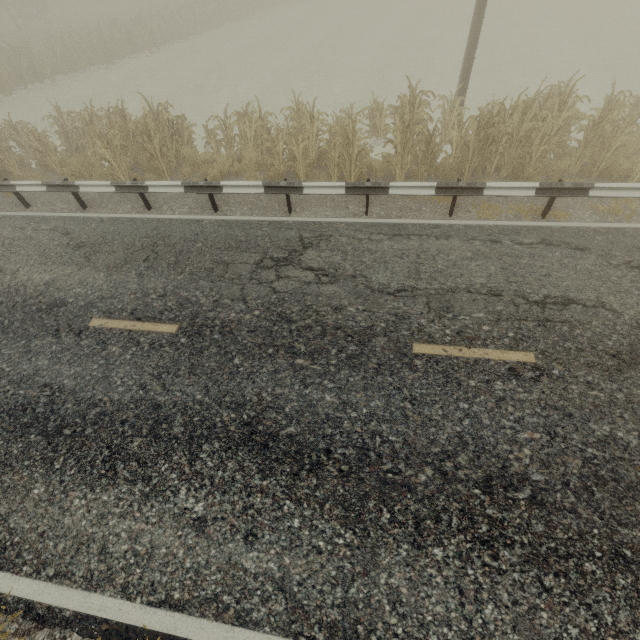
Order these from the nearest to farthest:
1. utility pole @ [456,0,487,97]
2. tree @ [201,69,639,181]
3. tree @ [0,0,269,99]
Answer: tree @ [201,69,639,181] < utility pole @ [456,0,487,97] < tree @ [0,0,269,99]

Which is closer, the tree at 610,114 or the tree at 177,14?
the tree at 610,114

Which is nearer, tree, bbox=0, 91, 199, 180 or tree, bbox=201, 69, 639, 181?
tree, bbox=201, 69, 639, 181

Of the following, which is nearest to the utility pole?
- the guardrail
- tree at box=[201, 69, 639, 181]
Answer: tree at box=[201, 69, 639, 181]

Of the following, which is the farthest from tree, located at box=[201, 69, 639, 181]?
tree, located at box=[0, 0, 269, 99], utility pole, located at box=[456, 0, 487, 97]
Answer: tree, located at box=[0, 0, 269, 99]

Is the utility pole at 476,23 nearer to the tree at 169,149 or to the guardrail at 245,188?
the tree at 169,149

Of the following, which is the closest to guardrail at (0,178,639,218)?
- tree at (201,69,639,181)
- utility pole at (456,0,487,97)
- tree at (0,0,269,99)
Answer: tree at (201,69,639,181)

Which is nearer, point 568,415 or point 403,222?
point 568,415
